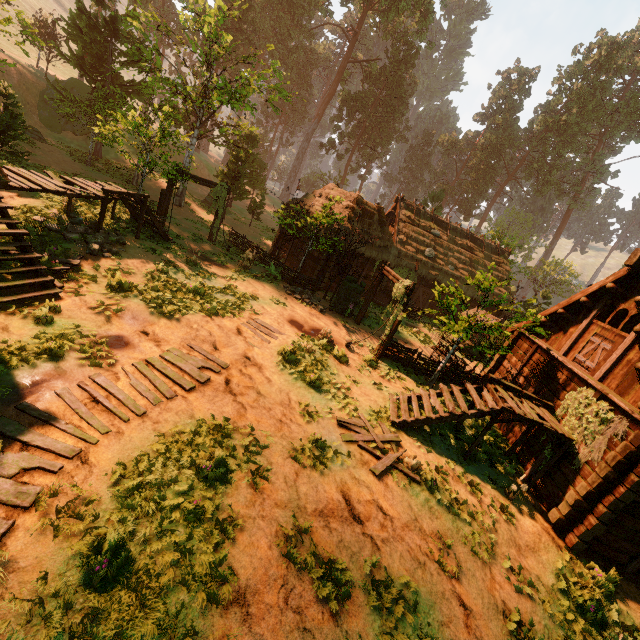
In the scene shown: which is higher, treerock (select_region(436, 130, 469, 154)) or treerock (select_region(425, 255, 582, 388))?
treerock (select_region(436, 130, 469, 154))

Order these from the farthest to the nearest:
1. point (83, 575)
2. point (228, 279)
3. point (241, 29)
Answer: point (241, 29) < point (228, 279) < point (83, 575)

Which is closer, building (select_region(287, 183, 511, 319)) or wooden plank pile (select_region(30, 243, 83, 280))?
wooden plank pile (select_region(30, 243, 83, 280))

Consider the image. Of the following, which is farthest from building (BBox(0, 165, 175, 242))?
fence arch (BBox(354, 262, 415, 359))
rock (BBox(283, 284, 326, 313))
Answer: fence arch (BBox(354, 262, 415, 359))

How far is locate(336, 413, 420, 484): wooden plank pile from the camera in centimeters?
827cm

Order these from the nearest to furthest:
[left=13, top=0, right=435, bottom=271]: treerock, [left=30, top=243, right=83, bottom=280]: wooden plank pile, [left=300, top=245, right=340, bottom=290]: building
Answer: [left=30, top=243, right=83, bottom=280]: wooden plank pile, [left=13, top=0, right=435, bottom=271]: treerock, [left=300, top=245, right=340, bottom=290]: building

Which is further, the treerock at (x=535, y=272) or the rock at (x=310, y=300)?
the rock at (x=310, y=300)

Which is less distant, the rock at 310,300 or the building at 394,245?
the rock at 310,300
